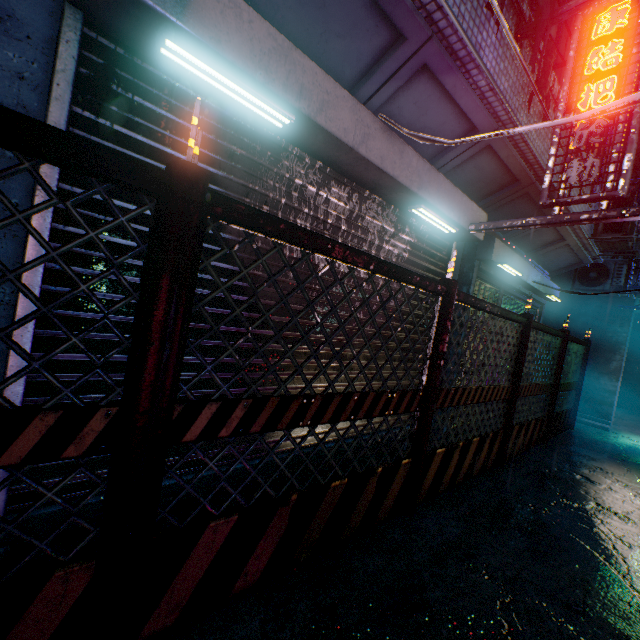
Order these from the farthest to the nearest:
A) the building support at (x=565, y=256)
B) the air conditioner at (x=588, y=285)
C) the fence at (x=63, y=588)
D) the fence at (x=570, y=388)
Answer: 1. the air conditioner at (x=588, y=285)
2. the fence at (x=570, y=388)
3. the building support at (x=565, y=256)
4. the fence at (x=63, y=588)

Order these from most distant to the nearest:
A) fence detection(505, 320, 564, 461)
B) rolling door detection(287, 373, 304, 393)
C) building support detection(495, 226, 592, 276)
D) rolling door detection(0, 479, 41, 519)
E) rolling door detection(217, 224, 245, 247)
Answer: building support detection(495, 226, 592, 276)
fence detection(505, 320, 564, 461)
rolling door detection(287, 373, 304, 393)
rolling door detection(217, 224, 245, 247)
rolling door detection(0, 479, 41, 519)

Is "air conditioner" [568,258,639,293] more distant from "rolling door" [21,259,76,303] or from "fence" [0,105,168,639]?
"fence" [0,105,168,639]

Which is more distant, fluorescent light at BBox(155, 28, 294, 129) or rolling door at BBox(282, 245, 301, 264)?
rolling door at BBox(282, 245, 301, 264)

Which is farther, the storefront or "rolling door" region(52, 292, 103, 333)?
the storefront

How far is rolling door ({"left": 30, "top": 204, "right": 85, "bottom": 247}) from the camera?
1.4 meters

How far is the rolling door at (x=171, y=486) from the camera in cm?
189

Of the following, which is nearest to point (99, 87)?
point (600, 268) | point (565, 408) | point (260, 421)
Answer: point (260, 421)
